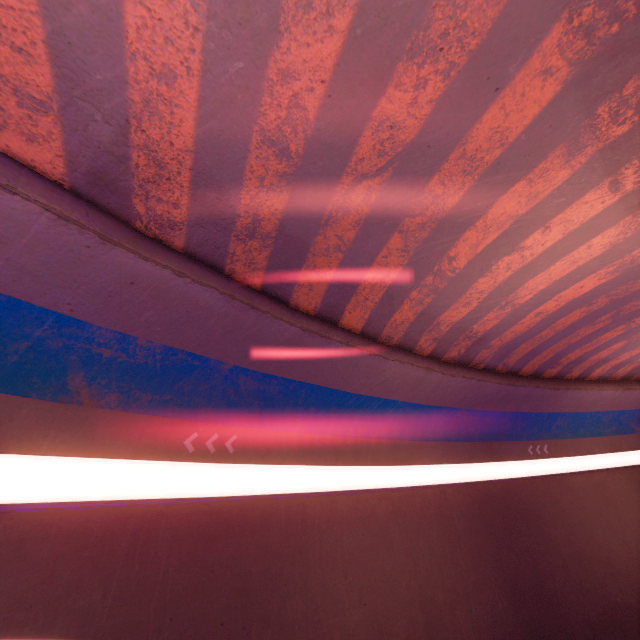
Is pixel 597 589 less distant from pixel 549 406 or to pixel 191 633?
pixel 549 406
